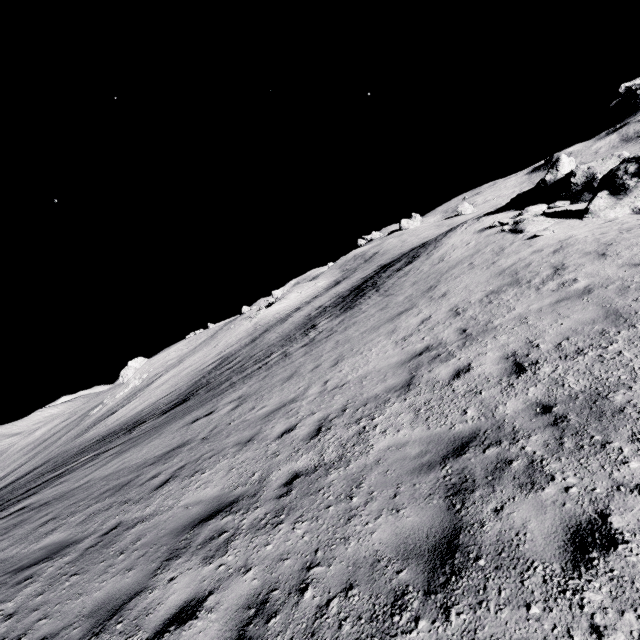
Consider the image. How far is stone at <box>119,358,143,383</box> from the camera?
56.7m

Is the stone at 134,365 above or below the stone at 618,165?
above

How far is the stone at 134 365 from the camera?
56.69m

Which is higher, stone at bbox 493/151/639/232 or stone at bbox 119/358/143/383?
stone at bbox 119/358/143/383

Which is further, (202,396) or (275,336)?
(275,336)

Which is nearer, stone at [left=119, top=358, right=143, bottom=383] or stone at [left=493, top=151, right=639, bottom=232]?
stone at [left=493, top=151, right=639, bottom=232]
